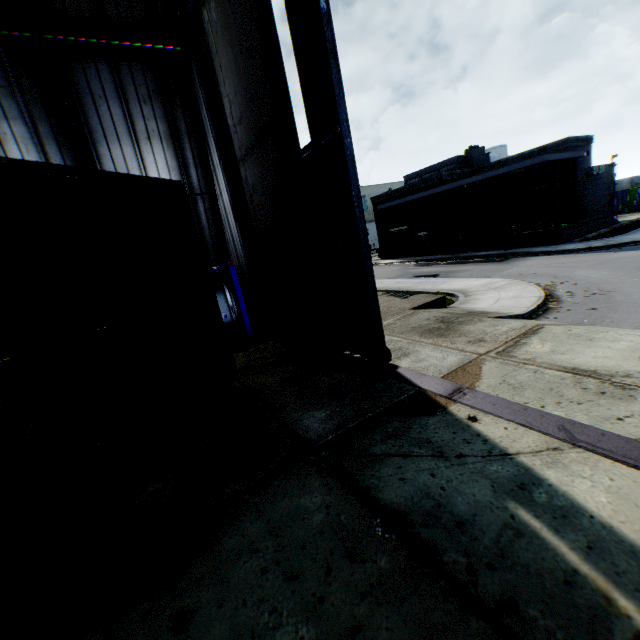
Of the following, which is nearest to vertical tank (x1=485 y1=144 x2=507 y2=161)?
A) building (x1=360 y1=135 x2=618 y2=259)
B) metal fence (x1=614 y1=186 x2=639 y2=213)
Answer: metal fence (x1=614 y1=186 x2=639 y2=213)

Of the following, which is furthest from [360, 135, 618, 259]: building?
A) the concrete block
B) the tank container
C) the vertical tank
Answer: the concrete block

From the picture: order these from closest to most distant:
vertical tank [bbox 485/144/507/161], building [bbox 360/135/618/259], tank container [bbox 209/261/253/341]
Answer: tank container [bbox 209/261/253/341] < building [bbox 360/135/618/259] < vertical tank [bbox 485/144/507/161]

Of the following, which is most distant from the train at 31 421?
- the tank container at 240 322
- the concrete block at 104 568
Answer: the tank container at 240 322

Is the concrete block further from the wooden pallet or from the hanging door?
the wooden pallet

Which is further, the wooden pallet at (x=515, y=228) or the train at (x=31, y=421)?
the wooden pallet at (x=515, y=228)

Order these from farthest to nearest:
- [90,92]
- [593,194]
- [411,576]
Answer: [593,194], [90,92], [411,576]

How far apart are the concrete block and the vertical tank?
63.4m
